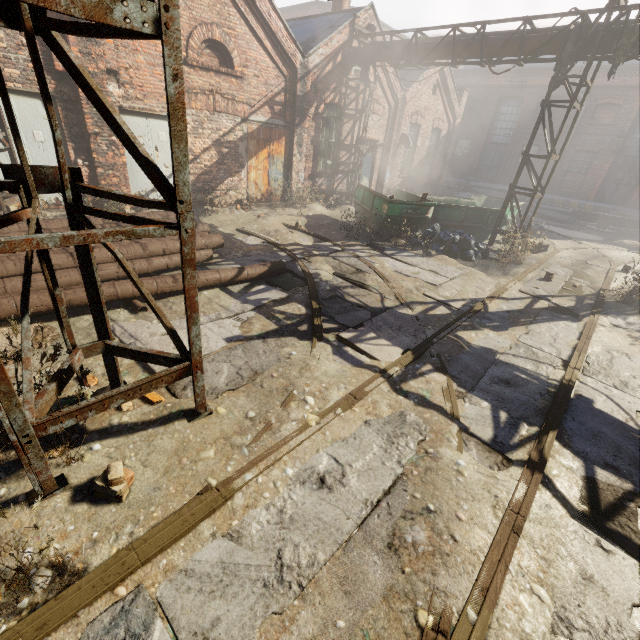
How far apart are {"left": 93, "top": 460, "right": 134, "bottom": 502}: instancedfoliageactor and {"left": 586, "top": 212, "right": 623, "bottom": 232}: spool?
26.3 meters

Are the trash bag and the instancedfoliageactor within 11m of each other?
yes

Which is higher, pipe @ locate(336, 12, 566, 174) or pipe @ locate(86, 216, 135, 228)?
pipe @ locate(336, 12, 566, 174)

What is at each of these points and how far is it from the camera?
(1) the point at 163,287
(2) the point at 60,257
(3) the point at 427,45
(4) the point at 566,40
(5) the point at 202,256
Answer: (1) pipe, 5.4 meters
(2) pipe, 5.2 meters
(3) pipe, 11.2 meters
(4) pipe, 8.8 meters
(5) pipe, 6.8 meters

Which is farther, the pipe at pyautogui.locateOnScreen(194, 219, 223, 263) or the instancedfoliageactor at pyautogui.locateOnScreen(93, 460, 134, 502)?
the pipe at pyautogui.locateOnScreen(194, 219, 223, 263)

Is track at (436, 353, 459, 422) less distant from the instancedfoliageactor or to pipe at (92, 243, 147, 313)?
the instancedfoliageactor

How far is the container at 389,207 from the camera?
10.4 meters

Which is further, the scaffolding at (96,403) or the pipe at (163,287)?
the pipe at (163,287)
